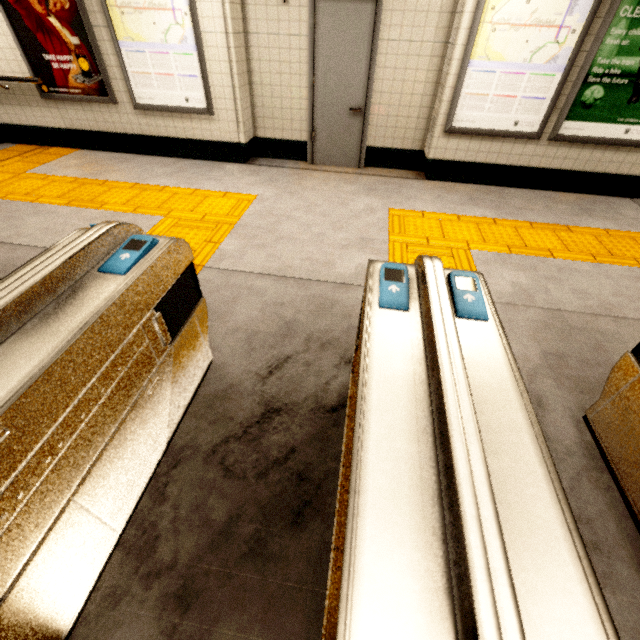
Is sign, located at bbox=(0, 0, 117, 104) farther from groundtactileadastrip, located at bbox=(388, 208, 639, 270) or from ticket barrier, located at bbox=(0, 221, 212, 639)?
ticket barrier, located at bbox=(0, 221, 212, 639)

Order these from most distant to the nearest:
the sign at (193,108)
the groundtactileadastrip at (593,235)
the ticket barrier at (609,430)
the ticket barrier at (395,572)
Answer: the sign at (193,108), the groundtactileadastrip at (593,235), the ticket barrier at (609,430), the ticket barrier at (395,572)

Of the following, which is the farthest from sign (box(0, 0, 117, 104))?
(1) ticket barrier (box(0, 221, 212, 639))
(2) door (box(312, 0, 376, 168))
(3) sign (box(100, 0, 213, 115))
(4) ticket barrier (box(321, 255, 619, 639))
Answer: (4) ticket barrier (box(321, 255, 619, 639))

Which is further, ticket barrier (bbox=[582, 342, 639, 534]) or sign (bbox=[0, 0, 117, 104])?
sign (bbox=[0, 0, 117, 104])

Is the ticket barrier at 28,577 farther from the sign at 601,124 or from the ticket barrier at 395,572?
the sign at 601,124

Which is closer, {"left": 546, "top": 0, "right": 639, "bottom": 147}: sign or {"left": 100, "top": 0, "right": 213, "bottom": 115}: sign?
{"left": 546, "top": 0, "right": 639, "bottom": 147}: sign

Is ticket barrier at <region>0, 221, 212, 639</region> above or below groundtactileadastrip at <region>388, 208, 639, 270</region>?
above

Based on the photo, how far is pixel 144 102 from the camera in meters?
4.9 m
